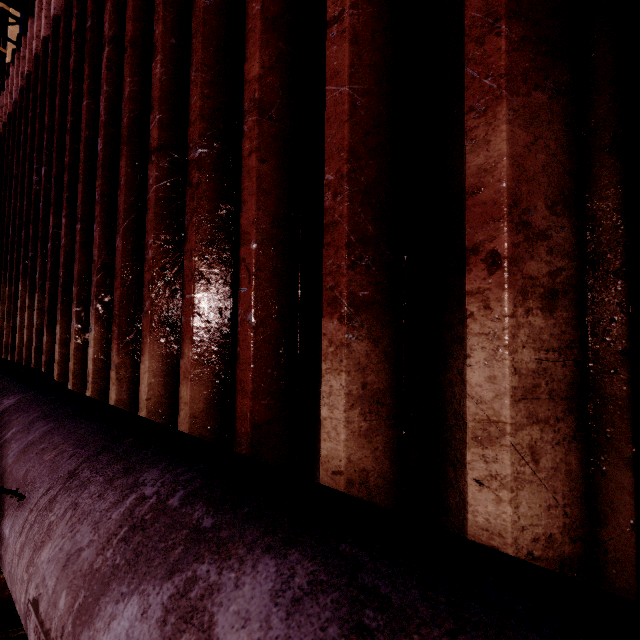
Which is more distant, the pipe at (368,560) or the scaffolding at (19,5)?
the scaffolding at (19,5)

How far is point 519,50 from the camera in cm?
86

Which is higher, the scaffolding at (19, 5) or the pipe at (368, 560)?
the scaffolding at (19, 5)

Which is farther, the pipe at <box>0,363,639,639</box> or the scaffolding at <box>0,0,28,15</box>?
the scaffolding at <box>0,0,28,15</box>

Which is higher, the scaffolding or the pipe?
the scaffolding
